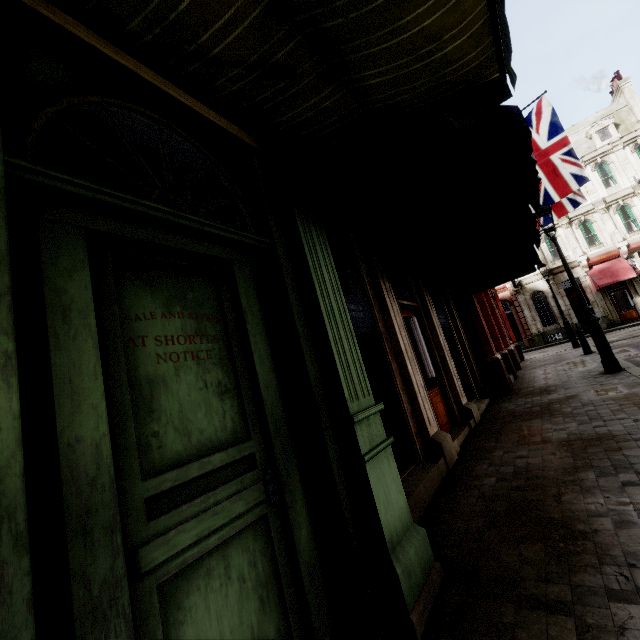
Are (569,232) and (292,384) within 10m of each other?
no

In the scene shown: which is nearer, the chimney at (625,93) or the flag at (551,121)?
the flag at (551,121)

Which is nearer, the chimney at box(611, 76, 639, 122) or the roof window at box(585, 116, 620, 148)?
the chimney at box(611, 76, 639, 122)

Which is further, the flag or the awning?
the awning

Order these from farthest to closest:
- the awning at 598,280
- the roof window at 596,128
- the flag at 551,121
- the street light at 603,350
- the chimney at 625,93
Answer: the roof window at 596,128
the chimney at 625,93
the awning at 598,280
the flag at 551,121
the street light at 603,350

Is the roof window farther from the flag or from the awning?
the flag

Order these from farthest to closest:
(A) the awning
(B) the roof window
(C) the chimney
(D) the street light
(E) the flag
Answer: (B) the roof window < (C) the chimney < (A) the awning < (E) the flag < (D) the street light

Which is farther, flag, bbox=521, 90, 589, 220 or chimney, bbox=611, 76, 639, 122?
chimney, bbox=611, 76, 639, 122
